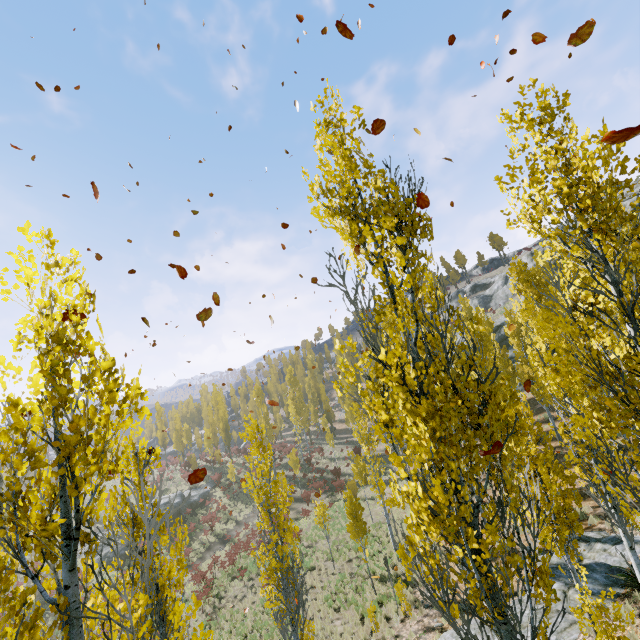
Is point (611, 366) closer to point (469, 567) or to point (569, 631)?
point (469, 567)

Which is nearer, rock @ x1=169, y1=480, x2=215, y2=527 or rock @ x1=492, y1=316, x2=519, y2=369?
rock @ x1=169, y1=480, x2=215, y2=527

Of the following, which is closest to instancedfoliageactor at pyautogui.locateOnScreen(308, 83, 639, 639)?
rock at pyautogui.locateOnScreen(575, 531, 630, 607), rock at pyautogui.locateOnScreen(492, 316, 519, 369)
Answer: rock at pyautogui.locateOnScreen(575, 531, 630, 607)

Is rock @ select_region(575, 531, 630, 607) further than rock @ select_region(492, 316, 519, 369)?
No

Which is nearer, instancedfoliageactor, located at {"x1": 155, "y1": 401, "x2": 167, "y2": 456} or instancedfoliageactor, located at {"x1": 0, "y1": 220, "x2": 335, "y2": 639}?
instancedfoliageactor, located at {"x1": 0, "y1": 220, "x2": 335, "y2": 639}

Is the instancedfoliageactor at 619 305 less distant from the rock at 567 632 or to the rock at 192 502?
the rock at 567 632

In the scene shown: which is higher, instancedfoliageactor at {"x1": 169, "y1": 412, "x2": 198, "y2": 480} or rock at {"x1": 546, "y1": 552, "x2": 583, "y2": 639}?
instancedfoliageactor at {"x1": 169, "y1": 412, "x2": 198, "y2": 480}

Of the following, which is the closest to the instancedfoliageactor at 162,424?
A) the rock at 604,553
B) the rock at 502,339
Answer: the rock at 604,553
